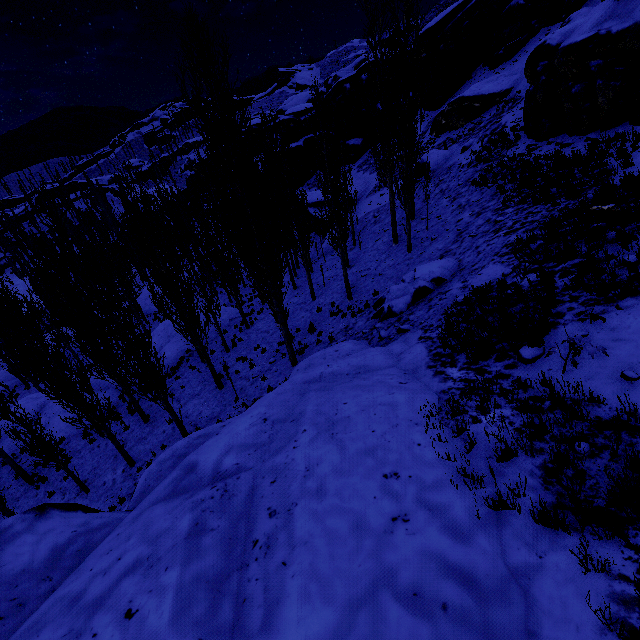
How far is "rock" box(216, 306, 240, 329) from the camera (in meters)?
23.12

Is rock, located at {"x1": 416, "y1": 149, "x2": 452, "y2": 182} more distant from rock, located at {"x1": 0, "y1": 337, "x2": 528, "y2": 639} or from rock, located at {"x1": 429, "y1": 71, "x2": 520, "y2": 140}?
rock, located at {"x1": 0, "y1": 337, "x2": 528, "y2": 639}

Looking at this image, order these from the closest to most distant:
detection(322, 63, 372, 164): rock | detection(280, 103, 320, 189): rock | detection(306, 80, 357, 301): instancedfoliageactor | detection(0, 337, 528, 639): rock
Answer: detection(0, 337, 528, 639): rock
detection(306, 80, 357, 301): instancedfoliageactor
detection(322, 63, 372, 164): rock
detection(280, 103, 320, 189): rock

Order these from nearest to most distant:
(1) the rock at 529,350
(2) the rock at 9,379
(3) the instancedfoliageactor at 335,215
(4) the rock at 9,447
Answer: (1) the rock at 529,350
(3) the instancedfoliageactor at 335,215
(4) the rock at 9,447
(2) the rock at 9,379

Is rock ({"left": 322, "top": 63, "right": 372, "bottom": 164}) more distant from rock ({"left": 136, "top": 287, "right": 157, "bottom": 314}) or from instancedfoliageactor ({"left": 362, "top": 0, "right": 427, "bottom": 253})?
rock ({"left": 136, "top": 287, "right": 157, "bottom": 314})

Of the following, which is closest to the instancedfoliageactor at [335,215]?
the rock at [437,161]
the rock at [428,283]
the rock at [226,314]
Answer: the rock at [226,314]

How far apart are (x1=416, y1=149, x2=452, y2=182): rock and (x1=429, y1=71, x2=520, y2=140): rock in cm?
356

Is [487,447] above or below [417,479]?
below
